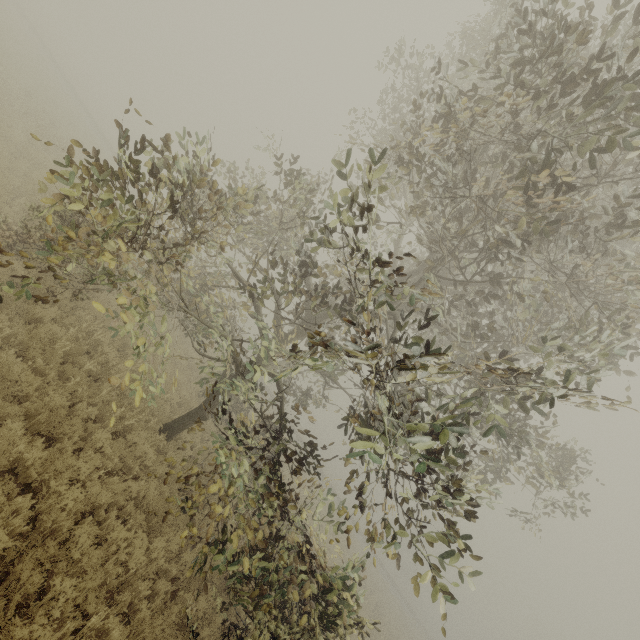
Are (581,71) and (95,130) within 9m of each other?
no
